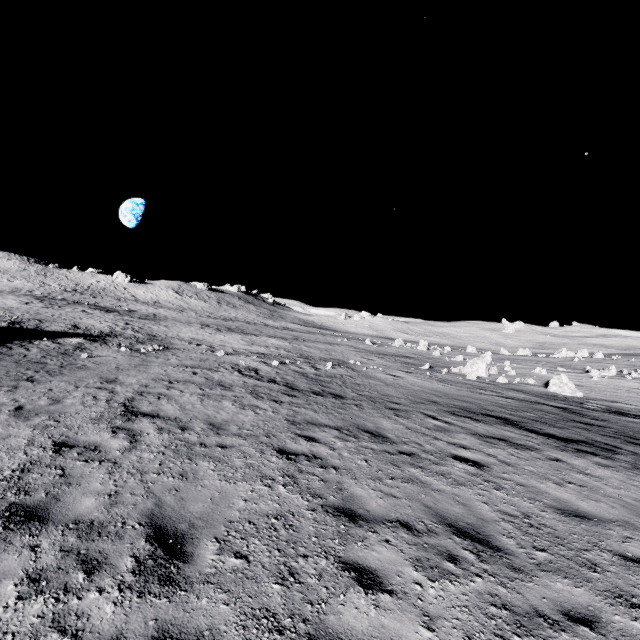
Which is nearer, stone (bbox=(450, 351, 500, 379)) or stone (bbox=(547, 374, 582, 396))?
stone (bbox=(547, 374, 582, 396))

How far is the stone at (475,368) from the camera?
24.8 meters

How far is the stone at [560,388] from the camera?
20.02m

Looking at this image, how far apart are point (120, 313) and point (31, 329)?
19.51m

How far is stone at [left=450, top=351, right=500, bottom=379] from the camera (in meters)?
24.75

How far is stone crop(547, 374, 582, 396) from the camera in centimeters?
2002cm
